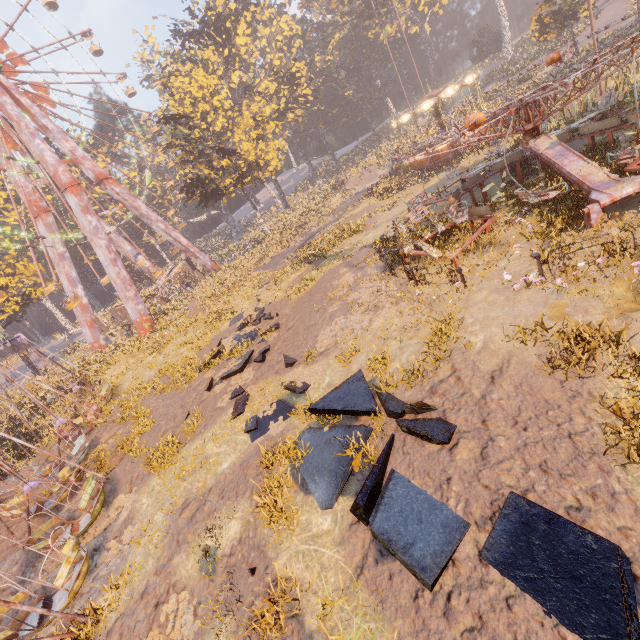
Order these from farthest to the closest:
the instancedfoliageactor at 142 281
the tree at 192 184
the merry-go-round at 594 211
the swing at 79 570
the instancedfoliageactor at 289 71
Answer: the instancedfoliageactor at 142 281 < the instancedfoliageactor at 289 71 < the tree at 192 184 < the merry-go-round at 594 211 < the swing at 79 570

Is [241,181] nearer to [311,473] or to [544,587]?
[311,473]

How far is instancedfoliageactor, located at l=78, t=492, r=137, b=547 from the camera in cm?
→ 991

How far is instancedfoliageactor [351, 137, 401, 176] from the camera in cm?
4724

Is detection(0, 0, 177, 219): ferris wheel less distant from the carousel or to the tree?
the tree

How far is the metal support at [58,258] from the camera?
34.28m

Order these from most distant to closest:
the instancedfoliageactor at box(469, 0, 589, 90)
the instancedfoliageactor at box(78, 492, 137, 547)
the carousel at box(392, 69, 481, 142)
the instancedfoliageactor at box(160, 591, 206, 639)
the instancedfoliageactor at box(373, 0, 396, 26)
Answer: the instancedfoliageactor at box(373, 0, 396, 26) < the instancedfoliageactor at box(469, 0, 589, 90) < the carousel at box(392, 69, 481, 142) < the instancedfoliageactor at box(78, 492, 137, 547) < the instancedfoliageactor at box(160, 591, 206, 639)

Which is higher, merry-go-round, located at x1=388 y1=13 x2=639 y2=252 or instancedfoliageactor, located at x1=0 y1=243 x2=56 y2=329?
instancedfoliageactor, located at x1=0 y1=243 x2=56 y2=329
